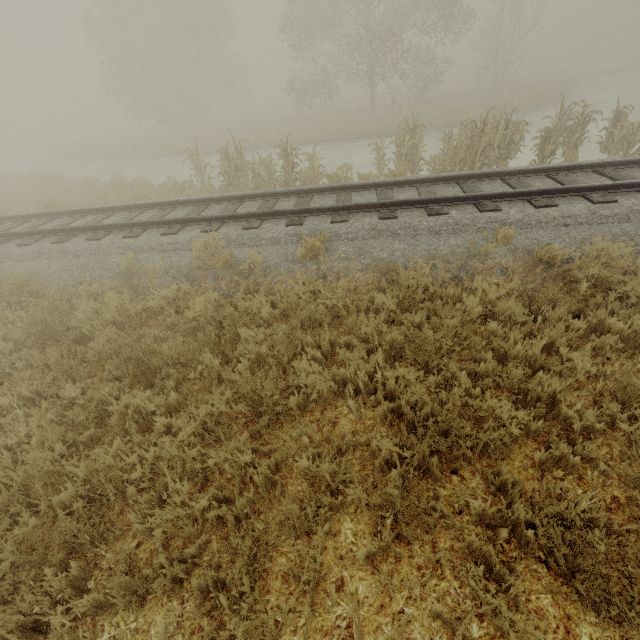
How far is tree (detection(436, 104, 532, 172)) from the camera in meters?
9.6 m

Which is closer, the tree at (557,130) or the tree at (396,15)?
the tree at (557,130)

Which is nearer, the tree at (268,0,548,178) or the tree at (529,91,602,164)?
the tree at (529,91,602,164)

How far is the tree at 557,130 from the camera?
9.4m

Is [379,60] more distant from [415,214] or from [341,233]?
[341,233]
